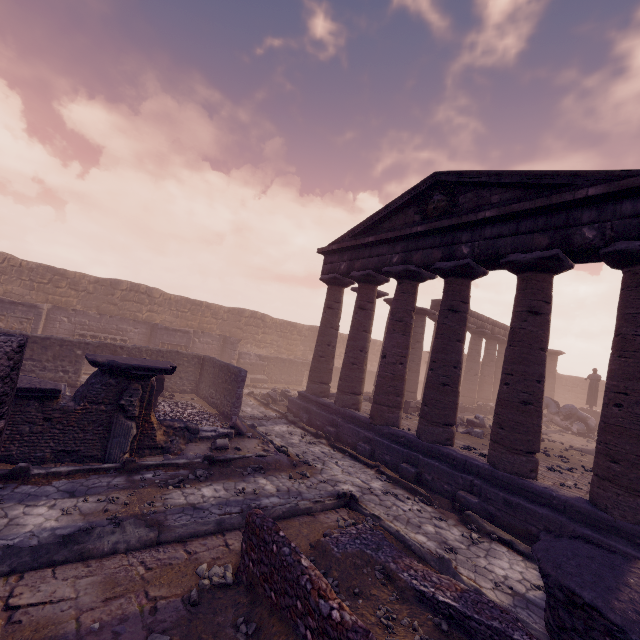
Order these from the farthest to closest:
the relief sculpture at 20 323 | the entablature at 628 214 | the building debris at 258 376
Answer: the building debris at 258 376, the relief sculpture at 20 323, the entablature at 628 214

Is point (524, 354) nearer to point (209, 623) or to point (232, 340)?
point (209, 623)

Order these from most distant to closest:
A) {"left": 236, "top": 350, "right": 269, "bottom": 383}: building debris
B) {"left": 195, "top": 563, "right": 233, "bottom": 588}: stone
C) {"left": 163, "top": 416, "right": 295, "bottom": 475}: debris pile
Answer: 1. {"left": 236, "top": 350, "right": 269, "bottom": 383}: building debris
2. {"left": 163, "top": 416, "right": 295, "bottom": 475}: debris pile
3. {"left": 195, "top": 563, "right": 233, "bottom": 588}: stone

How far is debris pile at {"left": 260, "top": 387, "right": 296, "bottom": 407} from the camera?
16.2m

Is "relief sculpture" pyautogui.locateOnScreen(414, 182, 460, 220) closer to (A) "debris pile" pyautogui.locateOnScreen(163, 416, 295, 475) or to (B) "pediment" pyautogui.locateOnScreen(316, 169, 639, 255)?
(B) "pediment" pyautogui.locateOnScreen(316, 169, 639, 255)

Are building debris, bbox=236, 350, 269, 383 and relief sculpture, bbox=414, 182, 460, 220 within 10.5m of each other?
no

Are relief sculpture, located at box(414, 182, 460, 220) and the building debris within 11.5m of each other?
no

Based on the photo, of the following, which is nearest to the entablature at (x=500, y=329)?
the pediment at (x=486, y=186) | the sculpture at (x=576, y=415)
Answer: the pediment at (x=486, y=186)
